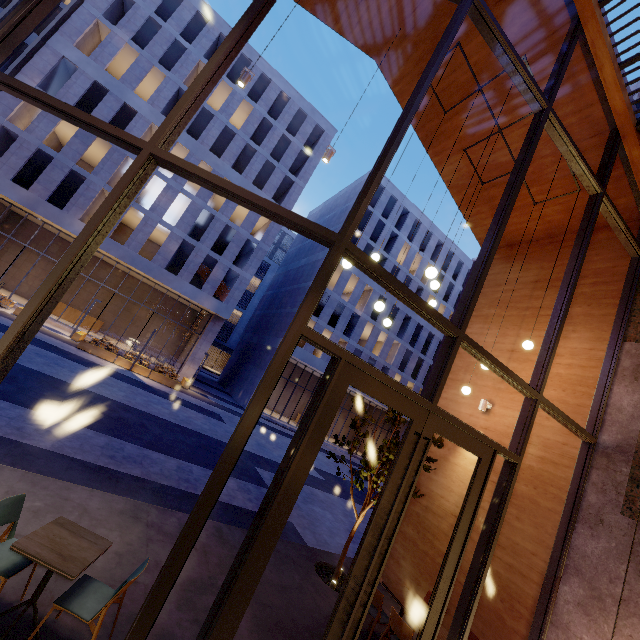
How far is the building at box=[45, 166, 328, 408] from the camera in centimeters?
2417cm

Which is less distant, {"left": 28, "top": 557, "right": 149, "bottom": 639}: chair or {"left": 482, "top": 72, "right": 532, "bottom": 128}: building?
{"left": 28, "top": 557, "right": 149, "bottom": 639}: chair

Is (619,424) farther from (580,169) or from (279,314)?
(279,314)

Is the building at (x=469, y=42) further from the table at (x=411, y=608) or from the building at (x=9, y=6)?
the building at (x=9, y=6)

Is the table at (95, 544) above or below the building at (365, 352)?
below

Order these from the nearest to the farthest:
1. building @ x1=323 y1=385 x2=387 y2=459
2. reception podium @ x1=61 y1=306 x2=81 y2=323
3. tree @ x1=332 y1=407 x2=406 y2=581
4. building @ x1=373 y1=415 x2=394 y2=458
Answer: tree @ x1=332 y1=407 x2=406 y2=581
reception podium @ x1=61 y1=306 x2=81 y2=323
building @ x1=323 y1=385 x2=387 y2=459
building @ x1=373 y1=415 x2=394 y2=458

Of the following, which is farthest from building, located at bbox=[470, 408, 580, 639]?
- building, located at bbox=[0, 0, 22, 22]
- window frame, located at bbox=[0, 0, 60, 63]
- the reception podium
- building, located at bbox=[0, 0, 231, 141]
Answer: the reception podium

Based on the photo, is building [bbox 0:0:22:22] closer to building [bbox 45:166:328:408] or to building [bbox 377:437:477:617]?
building [bbox 45:166:328:408]
